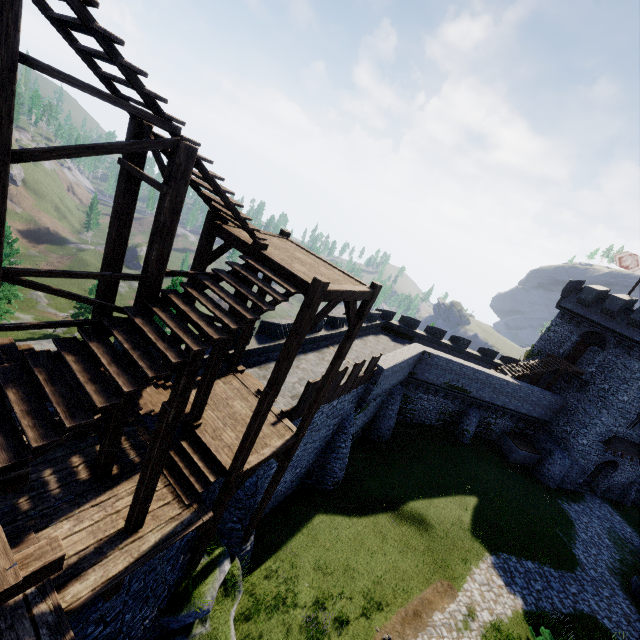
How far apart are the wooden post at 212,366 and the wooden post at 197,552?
3.5m

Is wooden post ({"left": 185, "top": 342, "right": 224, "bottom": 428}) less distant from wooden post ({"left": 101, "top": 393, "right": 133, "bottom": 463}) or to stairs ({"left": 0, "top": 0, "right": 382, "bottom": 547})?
stairs ({"left": 0, "top": 0, "right": 382, "bottom": 547})

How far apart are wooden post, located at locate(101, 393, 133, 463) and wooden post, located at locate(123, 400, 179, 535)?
1.32m

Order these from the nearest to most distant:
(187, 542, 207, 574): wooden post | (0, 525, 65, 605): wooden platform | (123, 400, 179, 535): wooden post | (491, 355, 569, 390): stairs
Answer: (0, 525, 65, 605): wooden platform → (123, 400, 179, 535): wooden post → (187, 542, 207, 574): wooden post → (491, 355, 569, 390): stairs

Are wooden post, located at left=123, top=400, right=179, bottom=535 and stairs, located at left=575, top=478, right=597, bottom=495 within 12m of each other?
no

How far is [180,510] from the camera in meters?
8.1 m

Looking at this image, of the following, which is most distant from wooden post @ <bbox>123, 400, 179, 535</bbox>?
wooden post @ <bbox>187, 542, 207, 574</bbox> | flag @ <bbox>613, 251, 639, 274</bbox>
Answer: flag @ <bbox>613, 251, 639, 274</bbox>

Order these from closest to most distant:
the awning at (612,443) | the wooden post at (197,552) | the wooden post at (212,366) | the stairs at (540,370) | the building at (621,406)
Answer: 1. the wooden post at (212,366)
2. the wooden post at (197,552)
3. the building at (621,406)
4. the awning at (612,443)
5. the stairs at (540,370)
